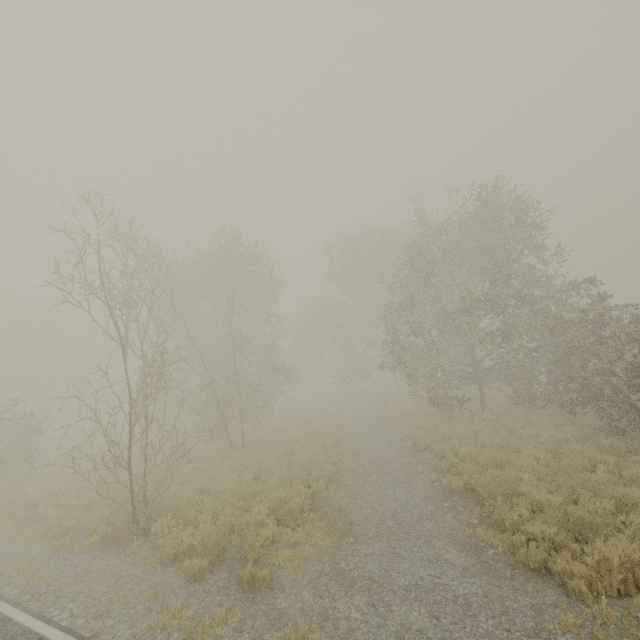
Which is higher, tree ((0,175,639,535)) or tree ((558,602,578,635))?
tree ((0,175,639,535))

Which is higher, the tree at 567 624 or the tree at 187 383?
the tree at 187 383

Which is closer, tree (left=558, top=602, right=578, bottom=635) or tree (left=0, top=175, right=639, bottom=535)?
tree (left=558, top=602, right=578, bottom=635)

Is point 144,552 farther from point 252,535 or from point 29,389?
point 29,389

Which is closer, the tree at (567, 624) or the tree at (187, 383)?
the tree at (567, 624)
